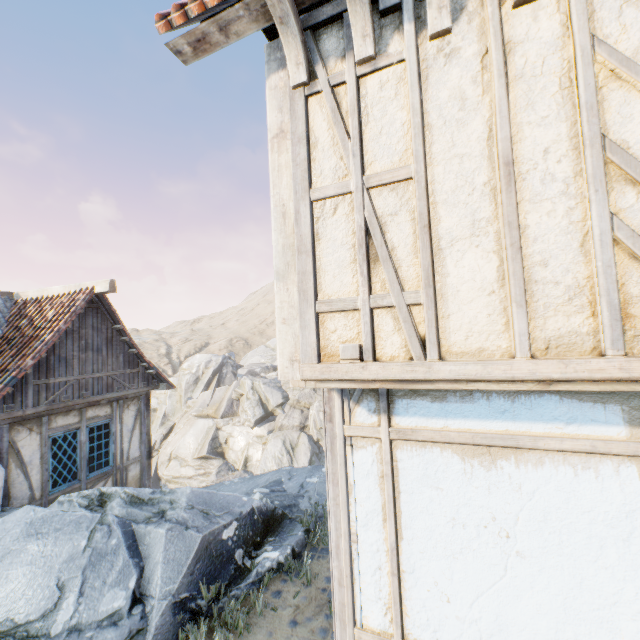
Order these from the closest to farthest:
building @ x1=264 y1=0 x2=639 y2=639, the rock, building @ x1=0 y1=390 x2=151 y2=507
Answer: building @ x1=264 y1=0 x2=639 y2=639 → the rock → building @ x1=0 y1=390 x2=151 y2=507

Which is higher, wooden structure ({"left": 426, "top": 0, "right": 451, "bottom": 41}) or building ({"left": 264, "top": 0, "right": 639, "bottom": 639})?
wooden structure ({"left": 426, "top": 0, "right": 451, "bottom": 41})

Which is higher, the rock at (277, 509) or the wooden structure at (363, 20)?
the wooden structure at (363, 20)

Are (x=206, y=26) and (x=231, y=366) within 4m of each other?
no

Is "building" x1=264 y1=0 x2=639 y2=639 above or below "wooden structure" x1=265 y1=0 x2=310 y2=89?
below

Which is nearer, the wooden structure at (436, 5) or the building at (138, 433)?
the wooden structure at (436, 5)

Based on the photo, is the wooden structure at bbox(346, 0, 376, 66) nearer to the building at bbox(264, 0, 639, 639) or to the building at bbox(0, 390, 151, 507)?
the building at bbox(264, 0, 639, 639)

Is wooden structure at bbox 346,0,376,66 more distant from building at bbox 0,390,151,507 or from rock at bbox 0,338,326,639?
building at bbox 0,390,151,507
